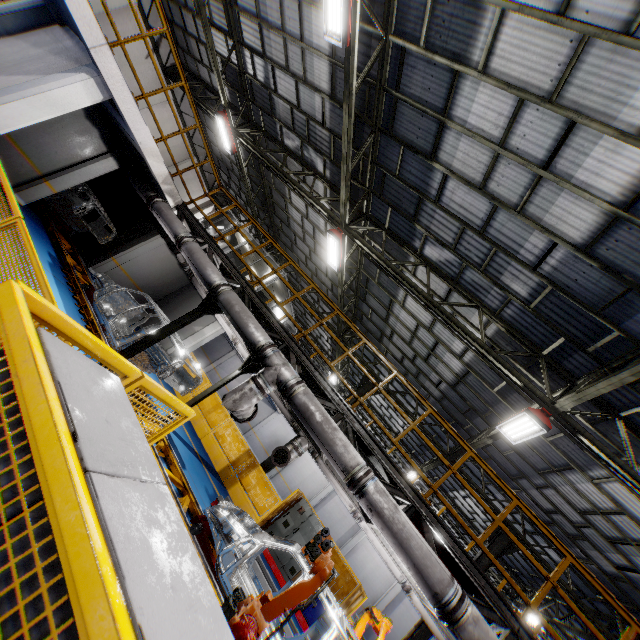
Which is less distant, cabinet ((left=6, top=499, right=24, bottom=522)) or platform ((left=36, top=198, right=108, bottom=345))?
cabinet ((left=6, top=499, right=24, bottom=522))

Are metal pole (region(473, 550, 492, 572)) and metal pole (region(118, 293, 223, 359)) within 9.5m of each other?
no

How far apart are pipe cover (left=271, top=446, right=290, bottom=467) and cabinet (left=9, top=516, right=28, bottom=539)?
8.5m

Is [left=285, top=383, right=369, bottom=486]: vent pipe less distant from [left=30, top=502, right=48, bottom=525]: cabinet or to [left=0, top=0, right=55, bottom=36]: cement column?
[left=30, top=502, right=48, bottom=525]: cabinet

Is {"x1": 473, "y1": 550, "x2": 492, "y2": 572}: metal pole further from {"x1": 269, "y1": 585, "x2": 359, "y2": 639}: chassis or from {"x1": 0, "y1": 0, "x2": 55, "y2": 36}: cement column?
{"x1": 0, "y1": 0, "x2": 55, "y2": 36}: cement column

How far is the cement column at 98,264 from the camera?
13.77m

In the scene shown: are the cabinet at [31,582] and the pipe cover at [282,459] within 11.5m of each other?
yes

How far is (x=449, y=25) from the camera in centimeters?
584cm
